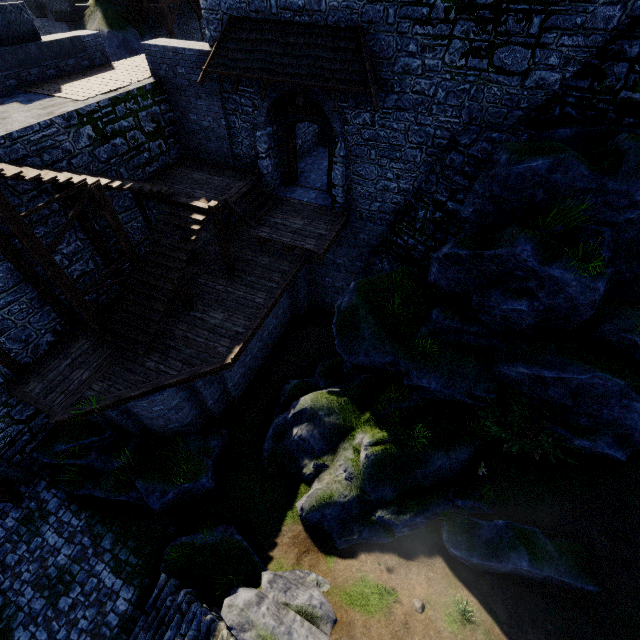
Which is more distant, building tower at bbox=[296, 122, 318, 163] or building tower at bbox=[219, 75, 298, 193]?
building tower at bbox=[296, 122, 318, 163]

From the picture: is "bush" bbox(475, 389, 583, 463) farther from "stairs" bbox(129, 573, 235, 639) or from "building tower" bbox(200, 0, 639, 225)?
"stairs" bbox(129, 573, 235, 639)

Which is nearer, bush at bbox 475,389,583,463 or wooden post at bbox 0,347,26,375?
bush at bbox 475,389,583,463

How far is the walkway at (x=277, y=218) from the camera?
11.6m

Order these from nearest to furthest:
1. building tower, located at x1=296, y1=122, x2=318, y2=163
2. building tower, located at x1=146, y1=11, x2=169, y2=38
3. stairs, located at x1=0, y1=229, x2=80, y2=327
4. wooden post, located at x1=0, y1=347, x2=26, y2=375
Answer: stairs, located at x1=0, y1=229, x2=80, y2=327, wooden post, located at x1=0, y1=347, x2=26, y2=375, building tower, located at x1=296, y1=122, x2=318, y2=163, building tower, located at x1=146, y1=11, x2=169, y2=38

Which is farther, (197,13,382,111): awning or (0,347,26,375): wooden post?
(0,347,26,375): wooden post

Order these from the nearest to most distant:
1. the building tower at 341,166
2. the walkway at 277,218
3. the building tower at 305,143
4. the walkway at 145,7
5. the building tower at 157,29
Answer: the building tower at 341,166 < the walkway at 277,218 < the building tower at 305,143 < the walkway at 145,7 < the building tower at 157,29

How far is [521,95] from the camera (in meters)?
8.58
